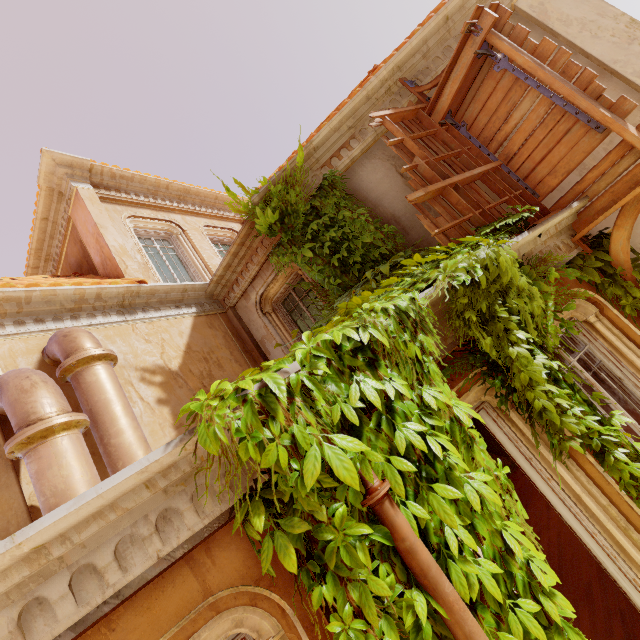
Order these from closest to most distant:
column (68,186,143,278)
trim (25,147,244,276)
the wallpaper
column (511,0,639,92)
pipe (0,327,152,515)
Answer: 1. pipe (0,327,152,515)
2. column (511,0,639,92)
3. column (68,186,143,278)
4. trim (25,147,244,276)
5. the wallpaper

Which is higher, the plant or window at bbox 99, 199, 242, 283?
window at bbox 99, 199, 242, 283

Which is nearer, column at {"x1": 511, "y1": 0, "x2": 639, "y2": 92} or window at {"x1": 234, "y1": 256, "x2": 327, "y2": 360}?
column at {"x1": 511, "y1": 0, "x2": 639, "y2": 92}

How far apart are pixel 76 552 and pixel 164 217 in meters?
8.9 m

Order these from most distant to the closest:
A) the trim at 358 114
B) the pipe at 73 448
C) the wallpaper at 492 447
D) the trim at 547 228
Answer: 1. the wallpaper at 492 447
2. the trim at 358 114
3. the trim at 547 228
4. the pipe at 73 448

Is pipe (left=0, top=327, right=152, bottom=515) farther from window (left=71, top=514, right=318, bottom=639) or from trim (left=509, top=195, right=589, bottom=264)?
trim (left=509, top=195, right=589, bottom=264)

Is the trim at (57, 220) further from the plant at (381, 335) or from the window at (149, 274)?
the plant at (381, 335)

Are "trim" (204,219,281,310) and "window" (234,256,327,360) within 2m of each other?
yes
